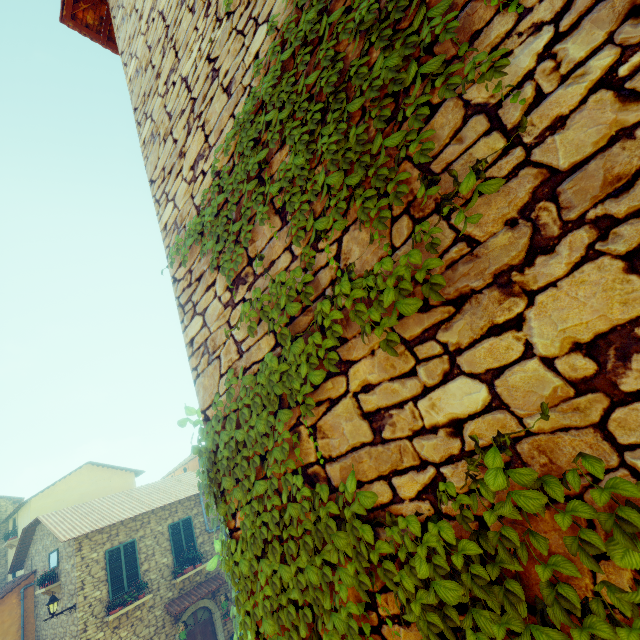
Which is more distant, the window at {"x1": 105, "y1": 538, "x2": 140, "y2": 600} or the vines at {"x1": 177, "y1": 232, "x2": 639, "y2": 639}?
the window at {"x1": 105, "y1": 538, "x2": 140, "y2": 600}

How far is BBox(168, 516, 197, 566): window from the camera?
14.2m

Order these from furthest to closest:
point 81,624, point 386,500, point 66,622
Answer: point 66,622 < point 81,624 < point 386,500

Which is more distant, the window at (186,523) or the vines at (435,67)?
the window at (186,523)

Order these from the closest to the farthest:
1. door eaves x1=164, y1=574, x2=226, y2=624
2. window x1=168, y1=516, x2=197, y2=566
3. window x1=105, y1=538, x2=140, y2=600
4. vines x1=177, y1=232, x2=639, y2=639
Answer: vines x1=177, y1=232, x2=639, y2=639 < window x1=105, y1=538, x2=140, y2=600 < door eaves x1=164, y1=574, x2=226, y2=624 < window x1=168, y1=516, x2=197, y2=566

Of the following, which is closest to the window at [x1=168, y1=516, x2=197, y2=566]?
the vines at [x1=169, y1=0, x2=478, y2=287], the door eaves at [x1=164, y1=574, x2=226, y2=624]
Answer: the door eaves at [x1=164, y1=574, x2=226, y2=624]

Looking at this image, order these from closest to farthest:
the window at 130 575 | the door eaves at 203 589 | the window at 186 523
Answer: the window at 130 575
the door eaves at 203 589
the window at 186 523
